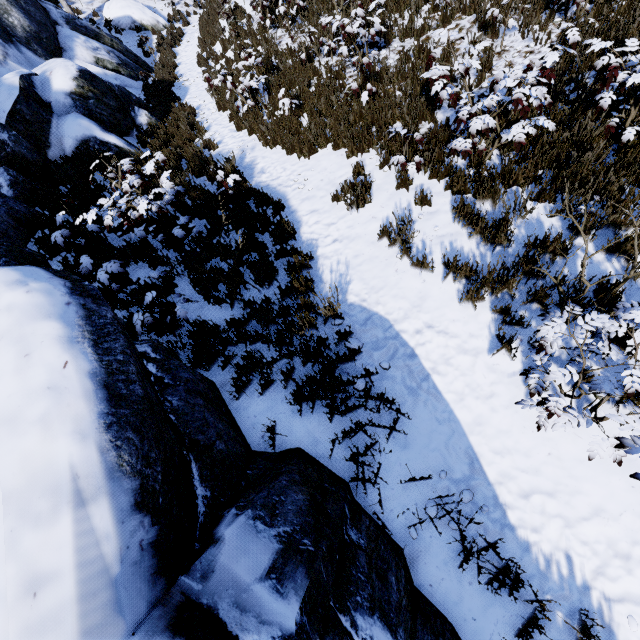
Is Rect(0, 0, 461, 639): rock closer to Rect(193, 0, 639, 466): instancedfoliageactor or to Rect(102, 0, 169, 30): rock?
Rect(193, 0, 639, 466): instancedfoliageactor

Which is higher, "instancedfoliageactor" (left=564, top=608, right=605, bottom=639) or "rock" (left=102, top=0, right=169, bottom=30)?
"rock" (left=102, top=0, right=169, bottom=30)

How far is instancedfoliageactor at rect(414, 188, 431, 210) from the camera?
5.0 meters

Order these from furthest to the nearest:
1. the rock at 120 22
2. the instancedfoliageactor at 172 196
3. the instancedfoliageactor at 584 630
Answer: the rock at 120 22 → the instancedfoliageactor at 172 196 → the instancedfoliageactor at 584 630

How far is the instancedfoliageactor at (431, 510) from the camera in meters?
2.9 m

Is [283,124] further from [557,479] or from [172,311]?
[557,479]

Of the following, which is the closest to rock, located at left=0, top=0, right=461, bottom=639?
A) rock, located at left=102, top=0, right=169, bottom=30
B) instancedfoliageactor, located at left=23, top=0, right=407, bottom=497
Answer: instancedfoliageactor, located at left=23, top=0, right=407, bottom=497
